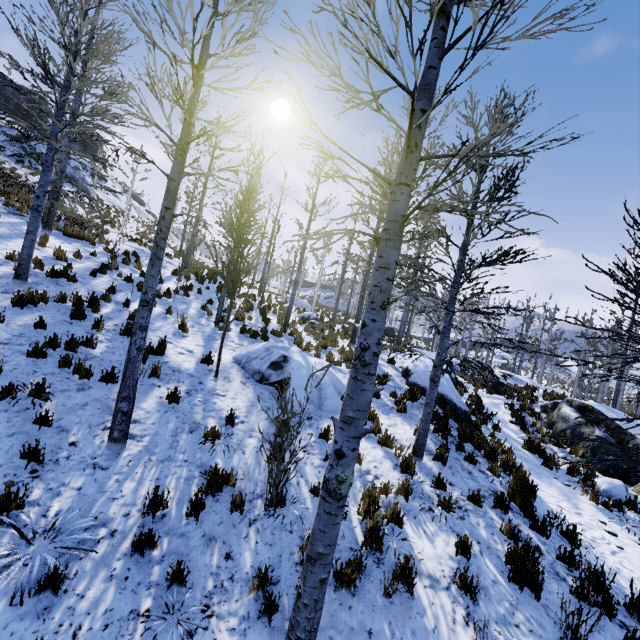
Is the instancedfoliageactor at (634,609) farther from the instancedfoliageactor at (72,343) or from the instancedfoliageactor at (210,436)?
the instancedfoliageactor at (72,343)

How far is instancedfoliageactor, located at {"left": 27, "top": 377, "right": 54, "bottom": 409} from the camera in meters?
5.4

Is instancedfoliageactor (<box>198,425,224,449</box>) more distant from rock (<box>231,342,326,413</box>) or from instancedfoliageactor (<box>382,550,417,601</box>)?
instancedfoliageactor (<box>382,550,417,601</box>)

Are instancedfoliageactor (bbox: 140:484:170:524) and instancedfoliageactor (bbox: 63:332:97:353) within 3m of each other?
no

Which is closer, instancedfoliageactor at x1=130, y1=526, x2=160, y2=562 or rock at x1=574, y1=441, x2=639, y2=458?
instancedfoliageactor at x1=130, y1=526, x2=160, y2=562

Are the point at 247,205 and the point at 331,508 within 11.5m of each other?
no

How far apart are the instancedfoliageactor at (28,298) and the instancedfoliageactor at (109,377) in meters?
3.1
